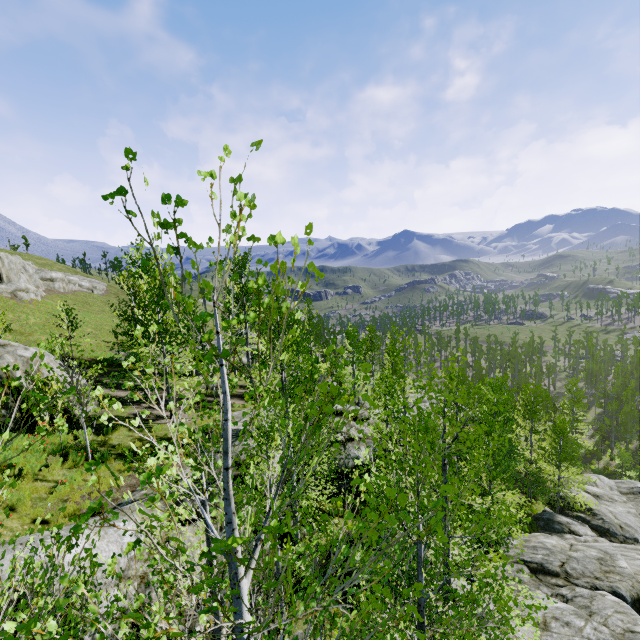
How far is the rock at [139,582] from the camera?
6.65m

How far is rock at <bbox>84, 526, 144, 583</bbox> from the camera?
6.3 meters

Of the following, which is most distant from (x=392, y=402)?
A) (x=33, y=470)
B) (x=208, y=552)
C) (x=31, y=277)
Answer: (x=31, y=277)

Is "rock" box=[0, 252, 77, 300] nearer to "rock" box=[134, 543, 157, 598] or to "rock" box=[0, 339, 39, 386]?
"rock" box=[134, 543, 157, 598]

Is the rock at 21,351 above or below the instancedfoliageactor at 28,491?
above

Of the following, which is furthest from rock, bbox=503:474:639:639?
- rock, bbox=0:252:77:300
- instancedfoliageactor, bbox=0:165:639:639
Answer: rock, bbox=0:252:77:300

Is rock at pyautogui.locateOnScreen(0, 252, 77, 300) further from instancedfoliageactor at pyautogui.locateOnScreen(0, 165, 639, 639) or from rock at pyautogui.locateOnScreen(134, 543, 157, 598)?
instancedfoliageactor at pyautogui.locateOnScreen(0, 165, 639, 639)
